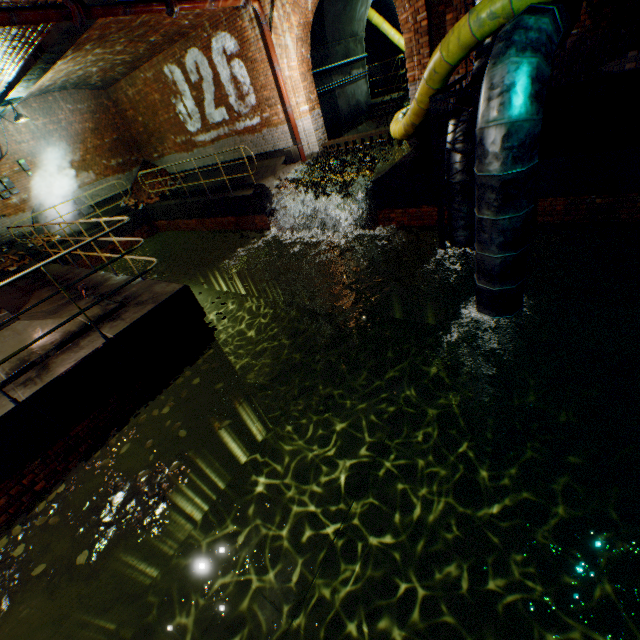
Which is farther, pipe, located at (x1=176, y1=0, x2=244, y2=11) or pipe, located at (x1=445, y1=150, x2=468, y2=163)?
pipe, located at (x1=176, y1=0, x2=244, y2=11)

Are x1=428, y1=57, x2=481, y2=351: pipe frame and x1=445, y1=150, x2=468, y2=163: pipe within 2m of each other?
yes

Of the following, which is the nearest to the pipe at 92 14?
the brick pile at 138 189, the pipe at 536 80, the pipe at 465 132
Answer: the pipe at 465 132

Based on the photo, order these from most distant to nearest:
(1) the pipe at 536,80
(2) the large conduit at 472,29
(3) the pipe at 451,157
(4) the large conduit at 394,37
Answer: (4) the large conduit at 394,37
(3) the pipe at 451,157
(2) the large conduit at 472,29
(1) the pipe at 536,80

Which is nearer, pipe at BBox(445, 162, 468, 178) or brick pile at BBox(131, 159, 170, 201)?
pipe at BBox(445, 162, 468, 178)

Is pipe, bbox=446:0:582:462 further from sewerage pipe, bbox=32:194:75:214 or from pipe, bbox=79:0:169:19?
sewerage pipe, bbox=32:194:75:214

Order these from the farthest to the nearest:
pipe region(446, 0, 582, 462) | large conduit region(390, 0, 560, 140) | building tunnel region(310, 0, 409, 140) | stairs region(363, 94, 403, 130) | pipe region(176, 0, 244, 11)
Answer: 1. stairs region(363, 94, 403, 130)
2. building tunnel region(310, 0, 409, 140)
3. pipe region(176, 0, 244, 11)
4. large conduit region(390, 0, 560, 140)
5. pipe region(446, 0, 582, 462)

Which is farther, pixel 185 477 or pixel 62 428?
pixel 185 477
